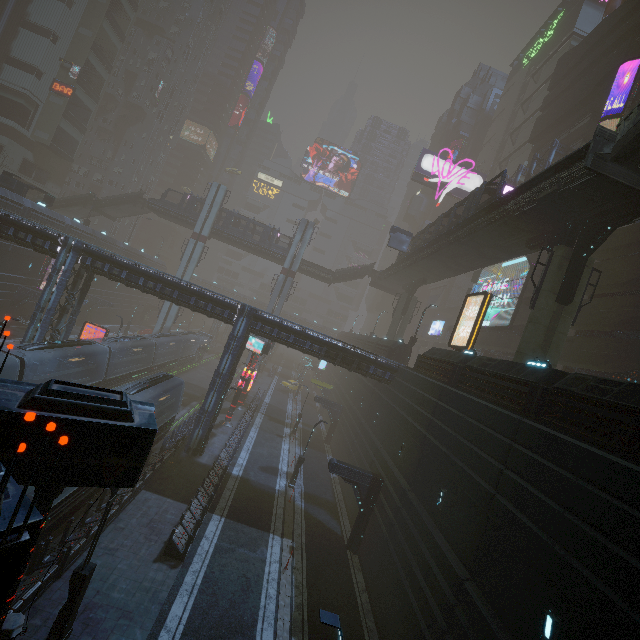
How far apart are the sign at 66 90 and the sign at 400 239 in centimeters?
5505cm

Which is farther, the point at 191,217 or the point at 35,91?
the point at 35,91

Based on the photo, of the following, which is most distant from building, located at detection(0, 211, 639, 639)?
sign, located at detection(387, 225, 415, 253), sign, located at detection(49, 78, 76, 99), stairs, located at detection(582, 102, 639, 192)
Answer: sign, located at detection(387, 225, 415, 253)

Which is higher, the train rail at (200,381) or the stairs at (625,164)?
the stairs at (625,164)

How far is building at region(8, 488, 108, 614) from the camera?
10.6 meters

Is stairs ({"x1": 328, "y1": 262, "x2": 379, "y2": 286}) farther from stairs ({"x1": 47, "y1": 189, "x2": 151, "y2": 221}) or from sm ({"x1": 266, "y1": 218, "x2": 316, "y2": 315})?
stairs ({"x1": 47, "y1": 189, "x2": 151, "y2": 221})

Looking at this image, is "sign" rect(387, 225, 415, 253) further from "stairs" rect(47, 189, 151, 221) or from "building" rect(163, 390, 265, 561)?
"stairs" rect(47, 189, 151, 221)

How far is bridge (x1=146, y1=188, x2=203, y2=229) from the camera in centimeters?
4794cm
